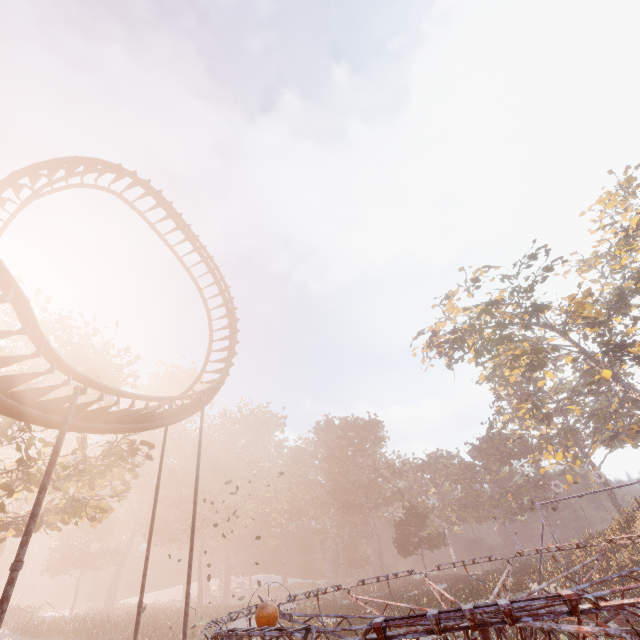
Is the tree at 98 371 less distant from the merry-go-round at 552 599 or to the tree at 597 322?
the merry-go-round at 552 599

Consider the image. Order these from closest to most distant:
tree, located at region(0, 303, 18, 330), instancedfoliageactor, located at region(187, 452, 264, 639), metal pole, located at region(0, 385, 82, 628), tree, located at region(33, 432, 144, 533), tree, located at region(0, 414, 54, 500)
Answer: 1. metal pole, located at region(0, 385, 82, 628)
2. tree, located at region(0, 414, 54, 500)
3. tree, located at region(0, 303, 18, 330)
4. tree, located at region(33, 432, 144, 533)
5. instancedfoliageactor, located at region(187, 452, 264, 639)

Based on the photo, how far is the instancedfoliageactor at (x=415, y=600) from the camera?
24.83m

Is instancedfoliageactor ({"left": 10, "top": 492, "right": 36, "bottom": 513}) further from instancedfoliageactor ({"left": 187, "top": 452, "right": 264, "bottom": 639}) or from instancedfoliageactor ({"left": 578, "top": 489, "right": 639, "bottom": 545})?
instancedfoliageactor ({"left": 578, "top": 489, "right": 639, "bottom": 545})

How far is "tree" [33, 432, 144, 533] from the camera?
18.1m

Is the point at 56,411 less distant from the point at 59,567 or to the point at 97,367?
the point at 97,367

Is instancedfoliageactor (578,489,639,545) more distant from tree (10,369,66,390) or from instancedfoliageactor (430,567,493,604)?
tree (10,369,66,390)

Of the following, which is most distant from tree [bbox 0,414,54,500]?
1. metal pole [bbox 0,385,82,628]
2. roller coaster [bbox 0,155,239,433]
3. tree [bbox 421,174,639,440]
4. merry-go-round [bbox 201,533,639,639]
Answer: tree [bbox 421,174,639,440]
